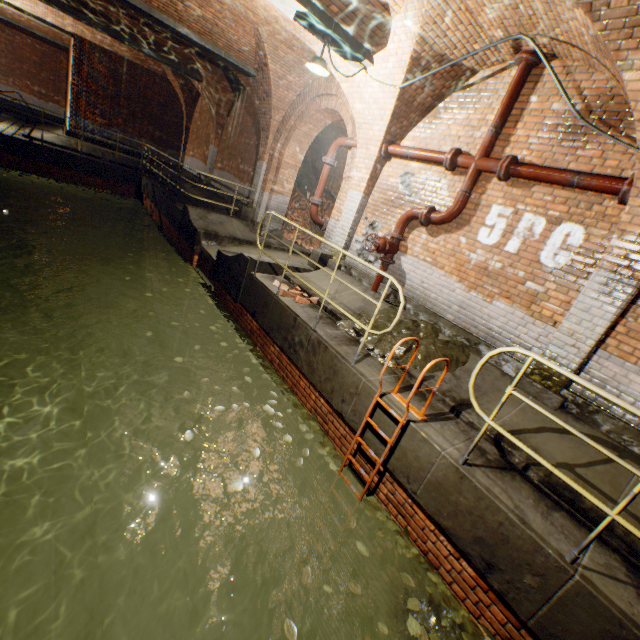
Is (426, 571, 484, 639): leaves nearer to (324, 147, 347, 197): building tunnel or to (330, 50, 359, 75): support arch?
(330, 50, 359, 75): support arch

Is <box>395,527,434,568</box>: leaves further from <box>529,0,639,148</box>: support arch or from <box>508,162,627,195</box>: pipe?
<box>508,162,627,195</box>: pipe

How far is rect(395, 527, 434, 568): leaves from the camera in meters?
3.5

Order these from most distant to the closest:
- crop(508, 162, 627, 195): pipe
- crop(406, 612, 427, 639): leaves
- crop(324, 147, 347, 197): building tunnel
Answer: crop(324, 147, 347, 197): building tunnel → crop(508, 162, 627, 195): pipe → crop(406, 612, 427, 639): leaves

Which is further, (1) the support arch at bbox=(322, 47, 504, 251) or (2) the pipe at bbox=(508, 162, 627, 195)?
(1) the support arch at bbox=(322, 47, 504, 251)

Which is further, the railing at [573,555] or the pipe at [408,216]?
the pipe at [408,216]

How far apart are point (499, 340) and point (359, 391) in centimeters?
256cm

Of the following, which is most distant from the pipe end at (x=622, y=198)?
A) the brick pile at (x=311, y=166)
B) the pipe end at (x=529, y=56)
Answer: the brick pile at (x=311, y=166)
